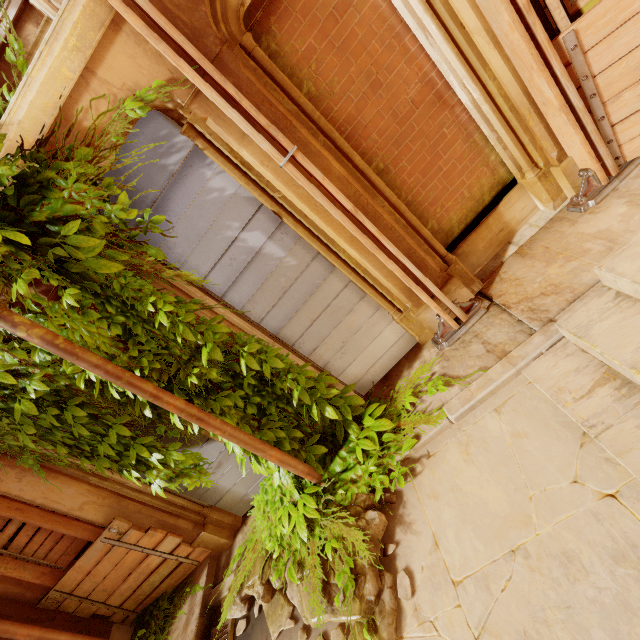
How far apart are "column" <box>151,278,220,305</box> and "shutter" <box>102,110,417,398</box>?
0.0 meters

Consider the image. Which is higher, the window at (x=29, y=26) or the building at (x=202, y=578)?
the window at (x=29, y=26)

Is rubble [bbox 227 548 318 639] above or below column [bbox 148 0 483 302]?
below

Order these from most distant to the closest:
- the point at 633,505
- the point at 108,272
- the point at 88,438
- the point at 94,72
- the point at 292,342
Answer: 1. the point at 292,342
2. the point at 88,438
3. the point at 108,272
4. the point at 94,72
5. the point at 633,505

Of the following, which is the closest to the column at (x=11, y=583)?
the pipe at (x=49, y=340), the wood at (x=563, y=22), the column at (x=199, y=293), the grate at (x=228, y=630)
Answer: the grate at (x=228, y=630)

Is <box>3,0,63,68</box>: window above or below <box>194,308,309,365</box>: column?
above

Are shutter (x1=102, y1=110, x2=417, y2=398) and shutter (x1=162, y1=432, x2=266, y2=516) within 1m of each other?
no

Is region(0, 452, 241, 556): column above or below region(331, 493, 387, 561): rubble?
above
